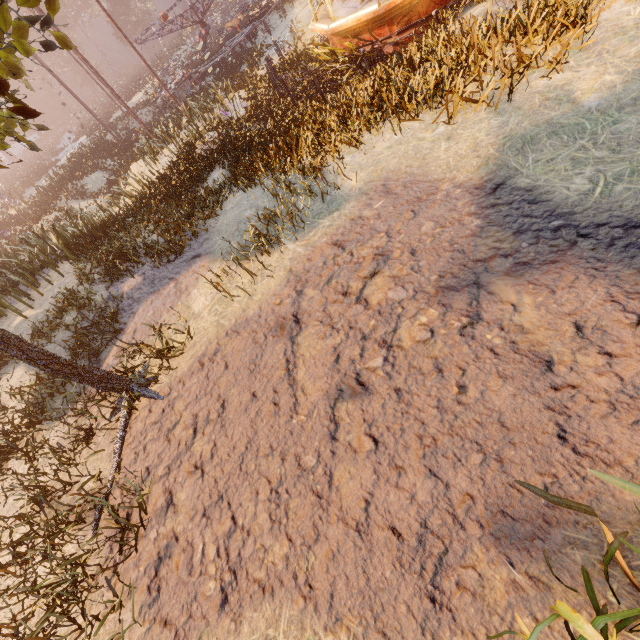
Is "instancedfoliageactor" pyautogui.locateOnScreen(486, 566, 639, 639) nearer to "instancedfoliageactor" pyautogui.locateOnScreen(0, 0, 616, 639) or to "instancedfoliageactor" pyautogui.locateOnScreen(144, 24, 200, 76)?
"instancedfoliageactor" pyautogui.locateOnScreen(0, 0, 616, 639)

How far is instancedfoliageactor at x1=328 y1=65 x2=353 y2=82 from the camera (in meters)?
10.84

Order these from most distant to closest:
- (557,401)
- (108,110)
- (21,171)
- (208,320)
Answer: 1. (21,171)
2. (108,110)
3. (208,320)
4. (557,401)

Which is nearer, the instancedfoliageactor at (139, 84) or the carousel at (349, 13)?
the carousel at (349, 13)

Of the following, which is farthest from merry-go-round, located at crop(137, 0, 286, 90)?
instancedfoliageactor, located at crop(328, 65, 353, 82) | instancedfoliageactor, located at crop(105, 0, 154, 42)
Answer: instancedfoliageactor, located at crop(328, 65, 353, 82)

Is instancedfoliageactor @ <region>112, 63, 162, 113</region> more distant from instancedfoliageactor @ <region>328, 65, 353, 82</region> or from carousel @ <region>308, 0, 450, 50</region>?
instancedfoliageactor @ <region>328, 65, 353, 82</region>

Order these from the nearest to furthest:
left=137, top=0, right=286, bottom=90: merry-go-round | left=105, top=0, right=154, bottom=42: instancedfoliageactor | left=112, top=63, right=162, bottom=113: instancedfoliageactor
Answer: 1. left=137, top=0, right=286, bottom=90: merry-go-round
2. left=112, top=63, right=162, bottom=113: instancedfoliageactor
3. left=105, top=0, right=154, bottom=42: instancedfoliageactor

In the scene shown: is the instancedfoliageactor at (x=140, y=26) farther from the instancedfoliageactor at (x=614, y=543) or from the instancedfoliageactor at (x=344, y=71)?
the instancedfoliageactor at (x=614, y=543)
